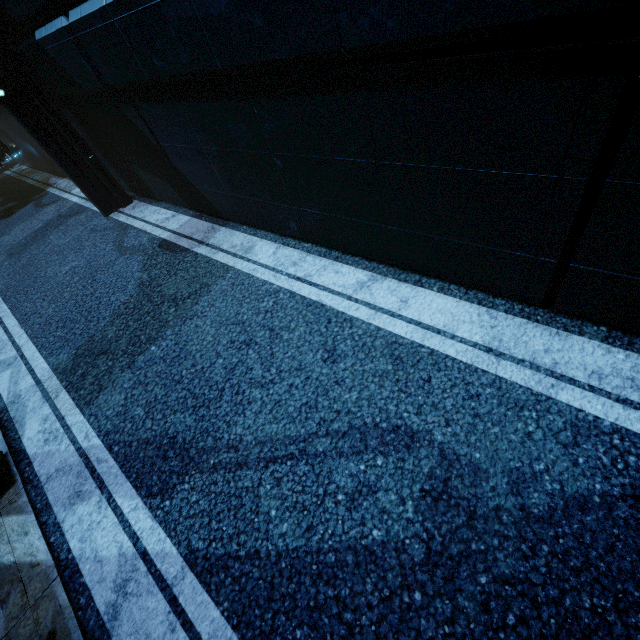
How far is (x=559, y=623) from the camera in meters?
1.9 m

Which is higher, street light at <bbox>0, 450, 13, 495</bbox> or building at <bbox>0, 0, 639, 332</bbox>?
building at <bbox>0, 0, 639, 332</bbox>

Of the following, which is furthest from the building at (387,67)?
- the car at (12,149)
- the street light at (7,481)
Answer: the street light at (7,481)

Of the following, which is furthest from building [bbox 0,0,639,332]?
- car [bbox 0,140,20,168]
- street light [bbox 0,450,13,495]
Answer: street light [bbox 0,450,13,495]

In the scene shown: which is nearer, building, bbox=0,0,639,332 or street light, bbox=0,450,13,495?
building, bbox=0,0,639,332

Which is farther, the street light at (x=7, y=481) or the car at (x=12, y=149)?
the car at (x=12, y=149)

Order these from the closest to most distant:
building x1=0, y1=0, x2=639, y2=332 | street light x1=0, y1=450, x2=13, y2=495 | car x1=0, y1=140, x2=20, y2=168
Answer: building x1=0, y1=0, x2=639, y2=332, street light x1=0, y1=450, x2=13, y2=495, car x1=0, y1=140, x2=20, y2=168
